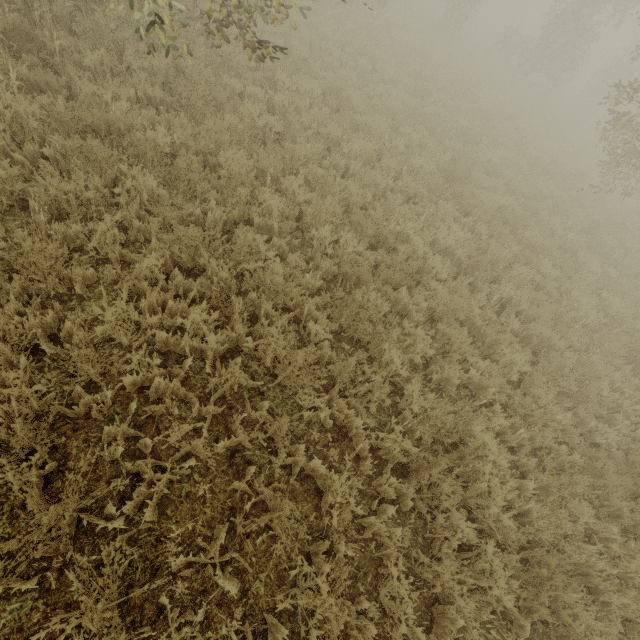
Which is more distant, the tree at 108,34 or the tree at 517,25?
the tree at 517,25

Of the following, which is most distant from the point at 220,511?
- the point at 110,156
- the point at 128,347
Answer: the point at 110,156

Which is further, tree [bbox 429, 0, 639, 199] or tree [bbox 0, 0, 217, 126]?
tree [bbox 429, 0, 639, 199]
